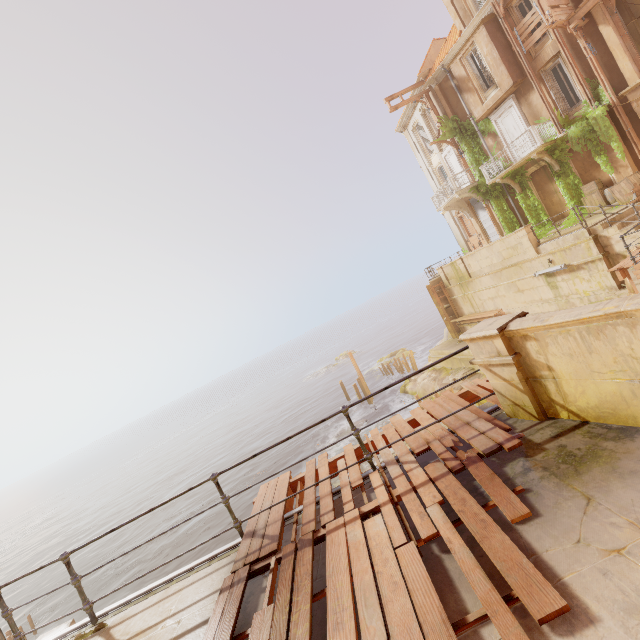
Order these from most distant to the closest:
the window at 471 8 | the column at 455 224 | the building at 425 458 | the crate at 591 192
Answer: the column at 455 224 < the window at 471 8 < the crate at 591 192 < the building at 425 458

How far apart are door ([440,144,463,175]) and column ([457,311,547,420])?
23.1 meters

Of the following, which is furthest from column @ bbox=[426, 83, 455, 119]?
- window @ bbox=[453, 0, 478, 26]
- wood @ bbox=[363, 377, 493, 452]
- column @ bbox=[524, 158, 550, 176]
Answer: wood @ bbox=[363, 377, 493, 452]

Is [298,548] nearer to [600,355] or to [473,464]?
[473,464]

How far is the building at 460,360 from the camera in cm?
2111

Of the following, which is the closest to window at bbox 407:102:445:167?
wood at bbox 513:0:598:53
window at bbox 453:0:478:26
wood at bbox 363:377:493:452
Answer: window at bbox 453:0:478:26

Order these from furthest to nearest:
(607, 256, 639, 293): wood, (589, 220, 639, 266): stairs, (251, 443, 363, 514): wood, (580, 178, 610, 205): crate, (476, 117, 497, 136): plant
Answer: (476, 117, 497, 136): plant, (580, 178, 610, 205): crate, (589, 220, 639, 266): stairs, (607, 256, 639, 293): wood, (251, 443, 363, 514): wood

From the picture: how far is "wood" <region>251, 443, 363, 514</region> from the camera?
4.8 meters
